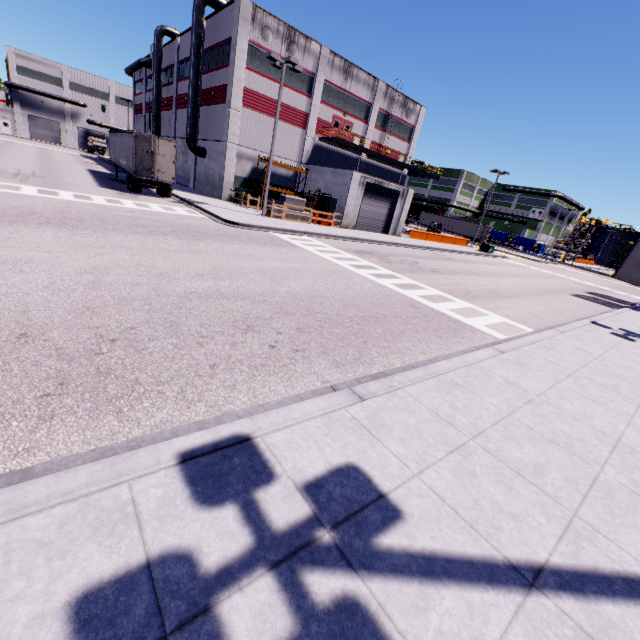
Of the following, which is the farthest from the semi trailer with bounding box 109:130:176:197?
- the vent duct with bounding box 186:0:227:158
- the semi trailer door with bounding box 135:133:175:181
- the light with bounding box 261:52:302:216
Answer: the light with bounding box 261:52:302:216

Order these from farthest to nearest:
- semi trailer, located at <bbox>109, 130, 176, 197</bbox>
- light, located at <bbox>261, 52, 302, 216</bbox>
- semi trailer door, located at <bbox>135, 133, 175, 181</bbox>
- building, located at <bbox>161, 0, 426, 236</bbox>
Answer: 1. building, located at <bbox>161, 0, 426, 236</bbox>
2. semi trailer, located at <bbox>109, 130, 176, 197</bbox>
3. semi trailer door, located at <bbox>135, 133, 175, 181</bbox>
4. light, located at <bbox>261, 52, 302, 216</bbox>

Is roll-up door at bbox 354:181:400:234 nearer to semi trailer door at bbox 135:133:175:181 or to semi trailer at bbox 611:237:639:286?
semi trailer at bbox 611:237:639:286

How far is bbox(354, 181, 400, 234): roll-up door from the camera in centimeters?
3034cm

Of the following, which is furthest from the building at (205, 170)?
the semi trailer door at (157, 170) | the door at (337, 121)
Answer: the semi trailer door at (157, 170)

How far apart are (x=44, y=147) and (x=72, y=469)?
71.4m

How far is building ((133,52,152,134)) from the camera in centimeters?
Answer: 4635cm

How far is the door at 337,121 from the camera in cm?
3344
